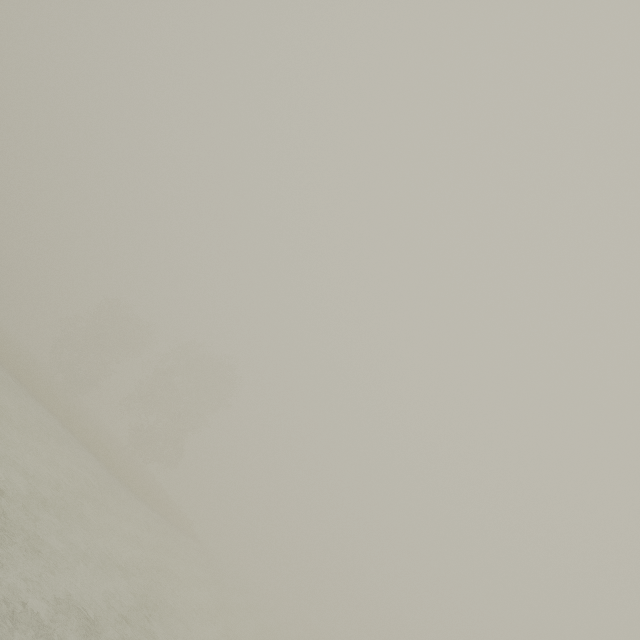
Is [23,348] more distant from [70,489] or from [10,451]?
[10,451]
